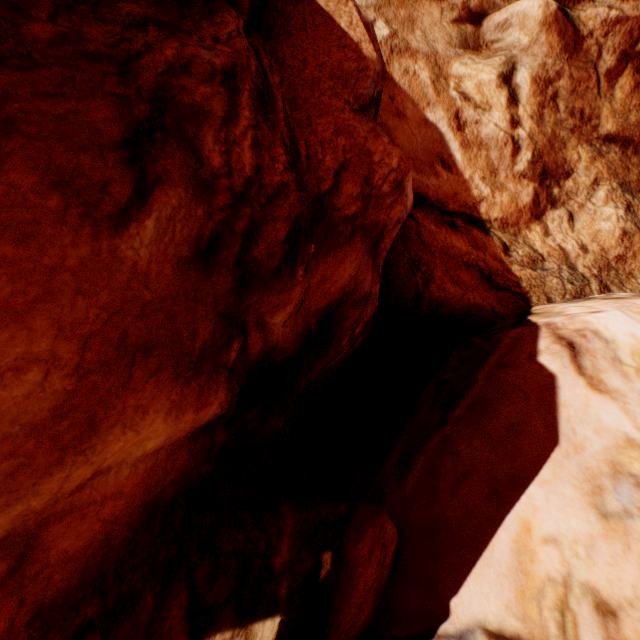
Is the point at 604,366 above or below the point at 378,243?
below
